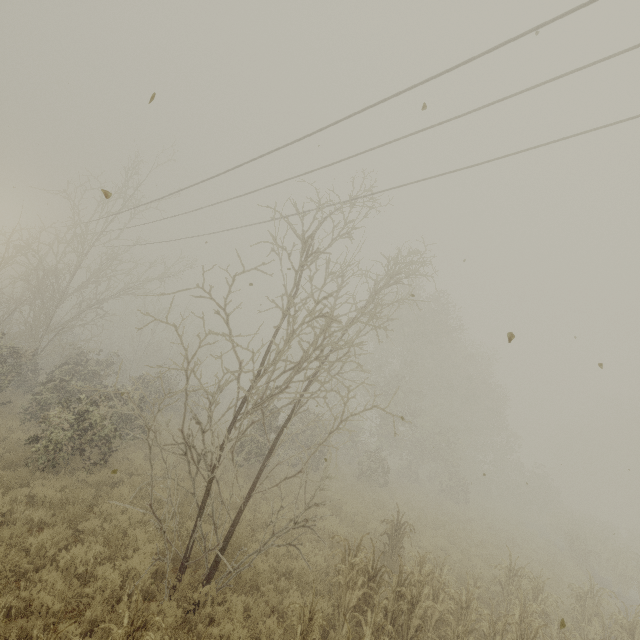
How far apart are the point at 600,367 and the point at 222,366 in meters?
6.6 m

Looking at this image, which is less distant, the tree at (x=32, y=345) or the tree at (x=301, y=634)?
the tree at (x=301, y=634)

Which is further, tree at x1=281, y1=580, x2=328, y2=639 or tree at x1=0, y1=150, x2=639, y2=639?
tree at x1=0, y1=150, x2=639, y2=639
